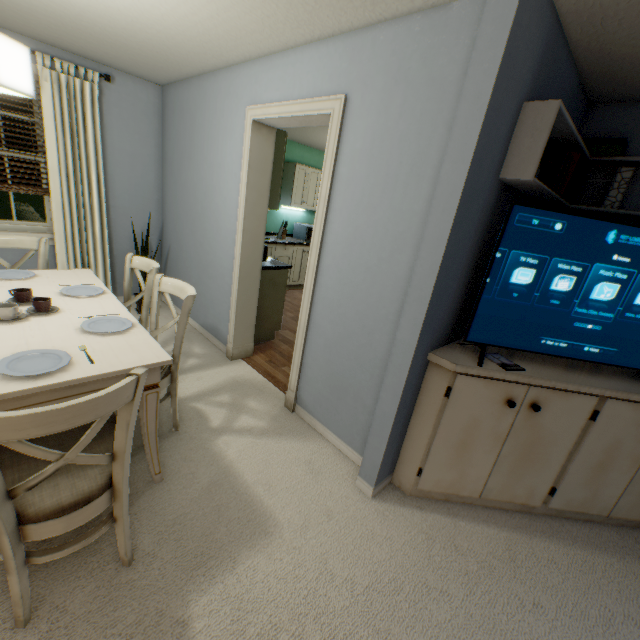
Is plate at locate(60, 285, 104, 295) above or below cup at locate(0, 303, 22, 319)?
below

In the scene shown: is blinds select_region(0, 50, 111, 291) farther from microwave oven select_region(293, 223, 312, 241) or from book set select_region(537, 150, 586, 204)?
book set select_region(537, 150, 586, 204)

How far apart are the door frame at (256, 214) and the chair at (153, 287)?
0.8m

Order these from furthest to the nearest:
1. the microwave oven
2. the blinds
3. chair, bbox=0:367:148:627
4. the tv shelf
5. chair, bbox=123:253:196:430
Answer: the microwave oven < the blinds < chair, bbox=123:253:196:430 < the tv shelf < chair, bbox=0:367:148:627

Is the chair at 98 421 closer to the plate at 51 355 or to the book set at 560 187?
the plate at 51 355

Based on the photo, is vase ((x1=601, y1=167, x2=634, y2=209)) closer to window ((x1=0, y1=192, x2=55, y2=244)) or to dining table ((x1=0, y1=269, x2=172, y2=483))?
dining table ((x1=0, y1=269, x2=172, y2=483))

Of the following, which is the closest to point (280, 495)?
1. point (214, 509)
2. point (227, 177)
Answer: point (214, 509)

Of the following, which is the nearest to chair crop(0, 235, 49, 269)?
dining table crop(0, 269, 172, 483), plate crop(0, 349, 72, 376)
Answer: dining table crop(0, 269, 172, 483)
